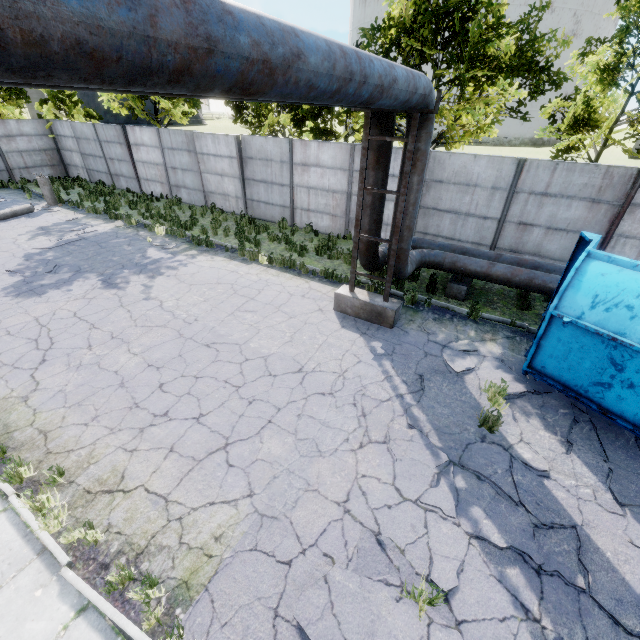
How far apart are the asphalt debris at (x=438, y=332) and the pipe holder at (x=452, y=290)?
1.7m

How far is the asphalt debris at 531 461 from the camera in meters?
5.1

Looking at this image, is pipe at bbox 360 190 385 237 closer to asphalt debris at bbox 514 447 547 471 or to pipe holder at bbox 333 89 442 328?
pipe holder at bbox 333 89 442 328

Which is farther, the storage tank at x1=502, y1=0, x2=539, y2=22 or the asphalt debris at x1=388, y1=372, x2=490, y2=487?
the storage tank at x1=502, y1=0, x2=539, y2=22

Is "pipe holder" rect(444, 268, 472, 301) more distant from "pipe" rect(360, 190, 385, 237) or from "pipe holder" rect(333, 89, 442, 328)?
"pipe holder" rect(333, 89, 442, 328)

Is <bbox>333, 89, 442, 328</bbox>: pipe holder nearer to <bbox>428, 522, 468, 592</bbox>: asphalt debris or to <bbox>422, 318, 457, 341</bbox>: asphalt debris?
<bbox>422, 318, 457, 341</bbox>: asphalt debris

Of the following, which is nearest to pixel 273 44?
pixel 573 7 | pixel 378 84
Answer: pixel 378 84

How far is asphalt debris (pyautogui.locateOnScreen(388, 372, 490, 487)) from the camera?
5.1m
